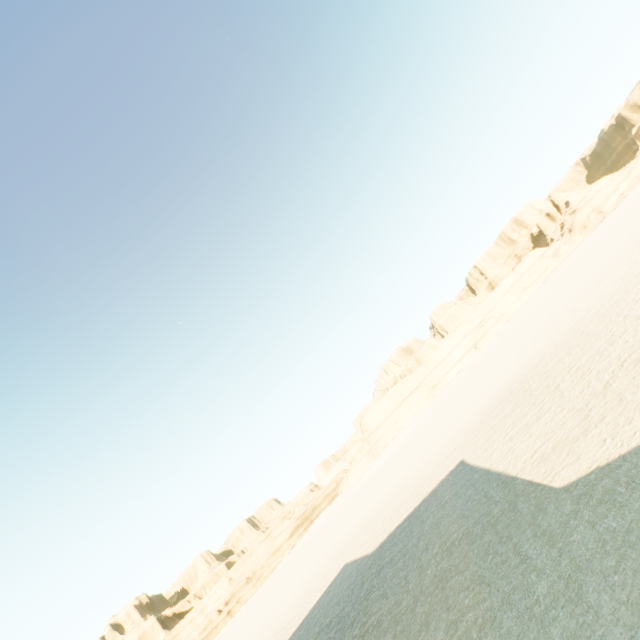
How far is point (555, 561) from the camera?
5.58m
